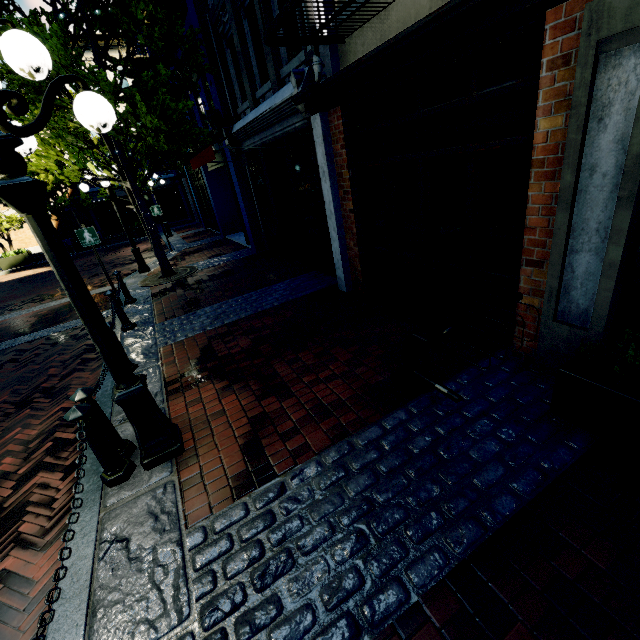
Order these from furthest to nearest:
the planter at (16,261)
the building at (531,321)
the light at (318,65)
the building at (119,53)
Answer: the planter at (16,261), the building at (119,53), the light at (318,65), the building at (531,321)

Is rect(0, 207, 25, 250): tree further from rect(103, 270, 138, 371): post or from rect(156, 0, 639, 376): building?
rect(103, 270, 138, 371): post

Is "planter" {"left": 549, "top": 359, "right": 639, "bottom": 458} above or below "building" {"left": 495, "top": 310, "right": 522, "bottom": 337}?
Answer: below

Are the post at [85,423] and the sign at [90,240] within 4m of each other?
no

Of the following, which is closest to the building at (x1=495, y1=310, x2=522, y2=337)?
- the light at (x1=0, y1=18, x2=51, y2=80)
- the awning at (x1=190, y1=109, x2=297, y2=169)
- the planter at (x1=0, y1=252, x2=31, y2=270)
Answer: the awning at (x1=190, y1=109, x2=297, y2=169)

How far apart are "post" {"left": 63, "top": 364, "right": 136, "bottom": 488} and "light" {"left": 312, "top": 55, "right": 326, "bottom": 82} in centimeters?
524cm

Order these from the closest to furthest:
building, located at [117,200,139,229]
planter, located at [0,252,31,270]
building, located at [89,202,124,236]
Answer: planter, located at [0,252,31,270] < building, located at [89,202,124,236] < building, located at [117,200,139,229]

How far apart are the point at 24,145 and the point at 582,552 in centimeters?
491cm
